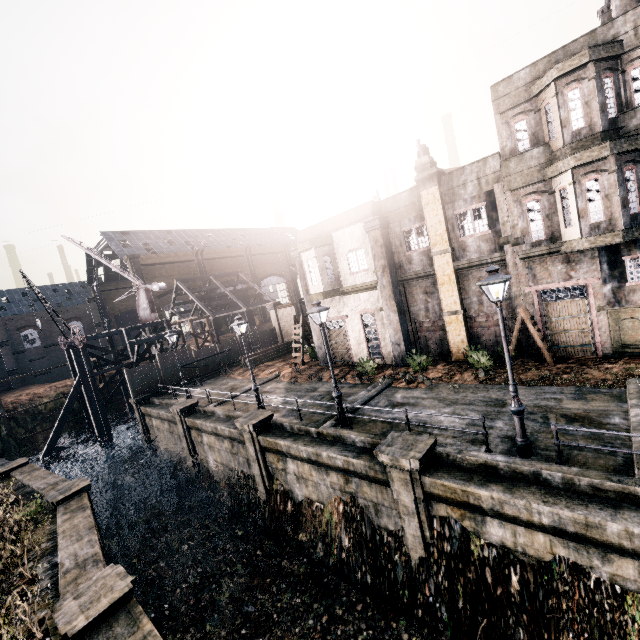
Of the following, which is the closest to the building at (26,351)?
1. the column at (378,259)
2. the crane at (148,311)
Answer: the crane at (148,311)

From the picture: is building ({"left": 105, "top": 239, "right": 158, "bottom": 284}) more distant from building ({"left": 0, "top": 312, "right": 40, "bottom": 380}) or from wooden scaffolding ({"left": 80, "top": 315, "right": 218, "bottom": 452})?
wooden scaffolding ({"left": 80, "top": 315, "right": 218, "bottom": 452})

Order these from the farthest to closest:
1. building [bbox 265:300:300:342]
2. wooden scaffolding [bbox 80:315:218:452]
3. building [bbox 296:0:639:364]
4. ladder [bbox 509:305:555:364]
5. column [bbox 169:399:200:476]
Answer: building [bbox 265:300:300:342] < wooden scaffolding [bbox 80:315:218:452] < column [bbox 169:399:200:476] < ladder [bbox 509:305:555:364] < building [bbox 296:0:639:364]

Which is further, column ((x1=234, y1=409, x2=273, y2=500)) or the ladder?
column ((x1=234, y1=409, x2=273, y2=500))

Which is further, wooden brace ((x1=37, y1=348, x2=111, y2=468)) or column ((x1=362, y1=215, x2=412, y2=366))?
wooden brace ((x1=37, y1=348, x2=111, y2=468))

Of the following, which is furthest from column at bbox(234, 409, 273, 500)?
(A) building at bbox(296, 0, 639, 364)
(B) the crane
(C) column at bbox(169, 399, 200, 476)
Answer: (B) the crane

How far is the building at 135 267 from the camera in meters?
56.5 m

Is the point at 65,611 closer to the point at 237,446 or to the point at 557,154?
the point at 237,446
